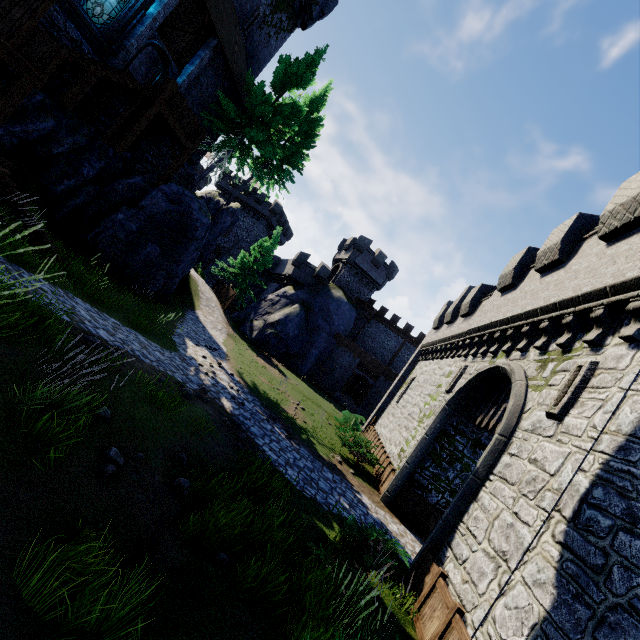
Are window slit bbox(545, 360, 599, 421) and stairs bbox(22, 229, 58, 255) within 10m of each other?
no

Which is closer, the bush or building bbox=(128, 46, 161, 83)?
the bush

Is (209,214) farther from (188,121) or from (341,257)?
(341,257)

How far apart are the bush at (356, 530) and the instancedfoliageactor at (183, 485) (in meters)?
2.65

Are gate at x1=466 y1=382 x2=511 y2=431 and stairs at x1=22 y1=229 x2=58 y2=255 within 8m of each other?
no

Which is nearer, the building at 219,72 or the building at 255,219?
the building at 219,72

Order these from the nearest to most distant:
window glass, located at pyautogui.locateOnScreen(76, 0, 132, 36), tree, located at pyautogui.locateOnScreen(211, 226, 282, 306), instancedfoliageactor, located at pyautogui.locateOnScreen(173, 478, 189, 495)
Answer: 1. instancedfoliageactor, located at pyautogui.locateOnScreen(173, 478, 189, 495)
2. window glass, located at pyautogui.locateOnScreen(76, 0, 132, 36)
3. tree, located at pyautogui.locateOnScreen(211, 226, 282, 306)

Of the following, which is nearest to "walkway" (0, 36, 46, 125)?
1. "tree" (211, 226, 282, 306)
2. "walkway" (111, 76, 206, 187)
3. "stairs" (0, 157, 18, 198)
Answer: "stairs" (0, 157, 18, 198)
